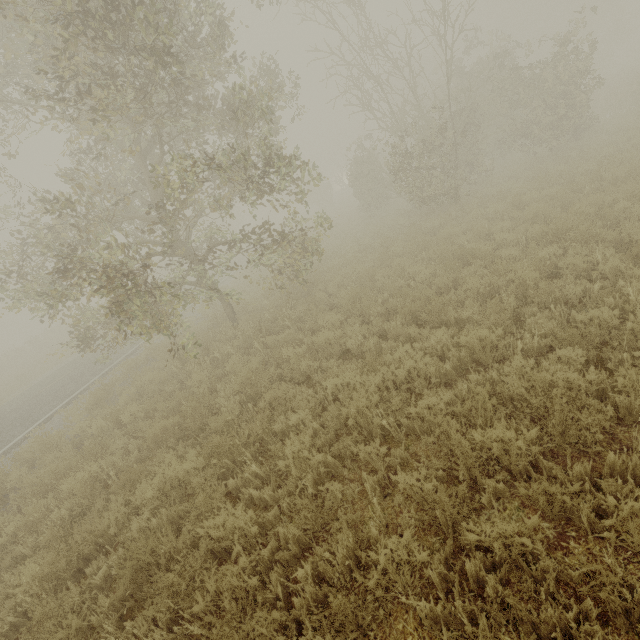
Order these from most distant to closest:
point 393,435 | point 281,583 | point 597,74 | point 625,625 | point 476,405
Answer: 1. point 597,74
2. point 393,435
3. point 476,405
4. point 281,583
5. point 625,625

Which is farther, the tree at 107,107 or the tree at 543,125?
the tree at 543,125

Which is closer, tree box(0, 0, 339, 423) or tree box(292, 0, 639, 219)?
tree box(0, 0, 339, 423)
